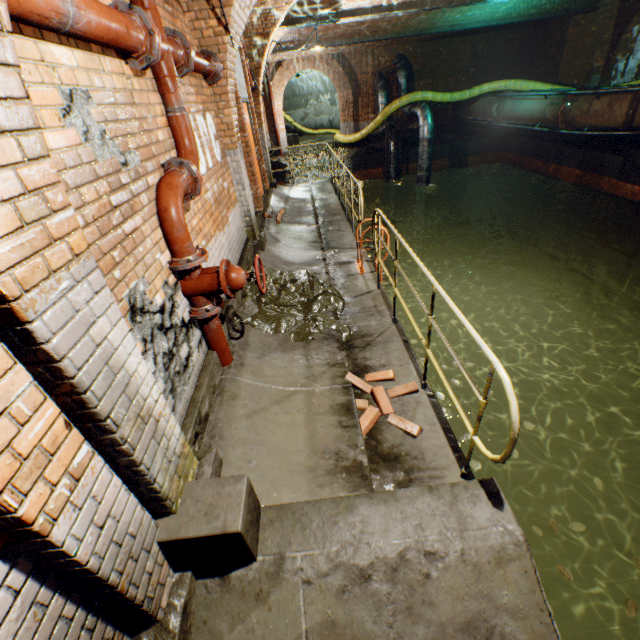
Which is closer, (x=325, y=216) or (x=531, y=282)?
(x=325, y=216)

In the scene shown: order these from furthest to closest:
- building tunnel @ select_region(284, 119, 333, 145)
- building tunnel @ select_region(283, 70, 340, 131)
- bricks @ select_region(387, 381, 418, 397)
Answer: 1. building tunnel @ select_region(284, 119, 333, 145)
2. building tunnel @ select_region(283, 70, 340, 131)
3. bricks @ select_region(387, 381, 418, 397)

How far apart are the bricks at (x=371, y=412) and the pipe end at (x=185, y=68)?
3.6 meters

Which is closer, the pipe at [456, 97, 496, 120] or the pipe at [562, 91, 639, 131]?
the pipe at [562, 91, 639, 131]

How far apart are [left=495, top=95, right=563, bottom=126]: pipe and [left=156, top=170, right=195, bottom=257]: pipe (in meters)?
13.54

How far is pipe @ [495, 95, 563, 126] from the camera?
11.19m

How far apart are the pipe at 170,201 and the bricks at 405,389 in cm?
204

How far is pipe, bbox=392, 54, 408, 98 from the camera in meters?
15.9 m
